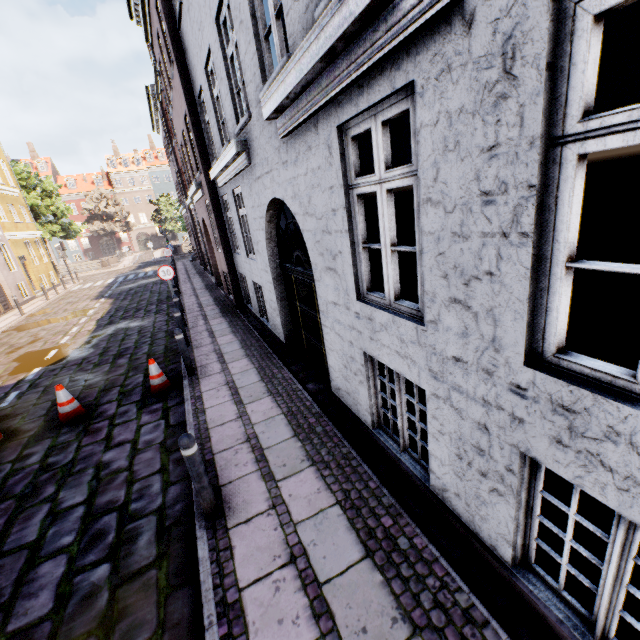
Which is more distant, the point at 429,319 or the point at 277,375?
the point at 277,375

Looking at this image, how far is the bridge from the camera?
34.7m

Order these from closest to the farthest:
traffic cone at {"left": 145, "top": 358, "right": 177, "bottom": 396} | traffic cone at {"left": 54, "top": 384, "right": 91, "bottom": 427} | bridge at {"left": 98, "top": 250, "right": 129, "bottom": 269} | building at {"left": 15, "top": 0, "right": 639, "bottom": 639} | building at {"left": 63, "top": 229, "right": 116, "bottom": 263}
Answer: building at {"left": 15, "top": 0, "right": 639, "bottom": 639} < traffic cone at {"left": 54, "top": 384, "right": 91, "bottom": 427} < traffic cone at {"left": 145, "top": 358, "right": 177, "bottom": 396} < bridge at {"left": 98, "top": 250, "right": 129, "bottom": 269} < building at {"left": 63, "top": 229, "right": 116, "bottom": 263}

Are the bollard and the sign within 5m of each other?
no

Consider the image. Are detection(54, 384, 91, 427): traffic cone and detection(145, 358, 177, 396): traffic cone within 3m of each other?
yes

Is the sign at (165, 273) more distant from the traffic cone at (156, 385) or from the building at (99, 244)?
the traffic cone at (156, 385)

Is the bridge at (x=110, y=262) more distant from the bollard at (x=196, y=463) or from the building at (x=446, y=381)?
the bollard at (x=196, y=463)

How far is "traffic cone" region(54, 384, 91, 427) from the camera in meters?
6.2 m
